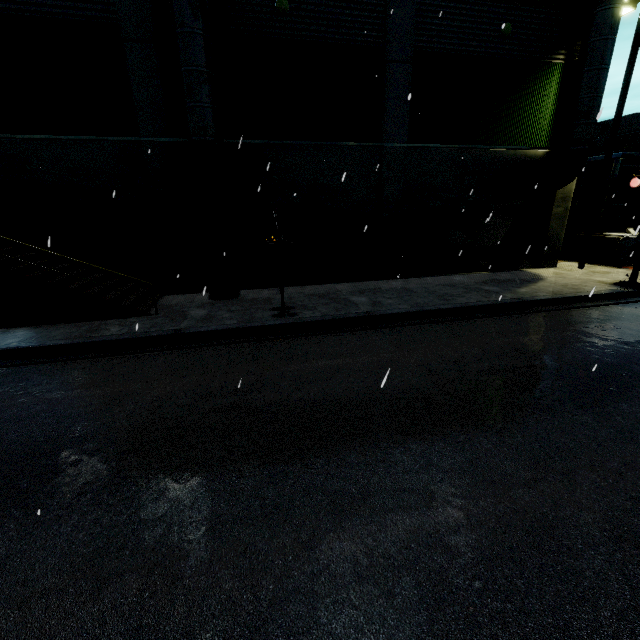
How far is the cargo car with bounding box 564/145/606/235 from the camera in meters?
14.8 m

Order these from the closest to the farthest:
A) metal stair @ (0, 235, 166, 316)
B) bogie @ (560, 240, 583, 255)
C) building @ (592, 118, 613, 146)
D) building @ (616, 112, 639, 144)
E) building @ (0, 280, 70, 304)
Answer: metal stair @ (0, 235, 166, 316)
building @ (0, 280, 70, 304)
bogie @ (560, 240, 583, 255)
building @ (616, 112, 639, 144)
building @ (592, 118, 613, 146)

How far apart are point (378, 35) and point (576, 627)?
14.4m

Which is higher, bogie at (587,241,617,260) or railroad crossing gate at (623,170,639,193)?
railroad crossing gate at (623,170,639,193)

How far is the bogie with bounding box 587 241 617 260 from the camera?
14.7 meters

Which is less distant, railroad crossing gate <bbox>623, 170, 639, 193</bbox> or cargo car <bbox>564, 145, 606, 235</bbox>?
railroad crossing gate <bbox>623, 170, 639, 193</bbox>

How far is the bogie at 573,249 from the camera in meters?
16.0 m
